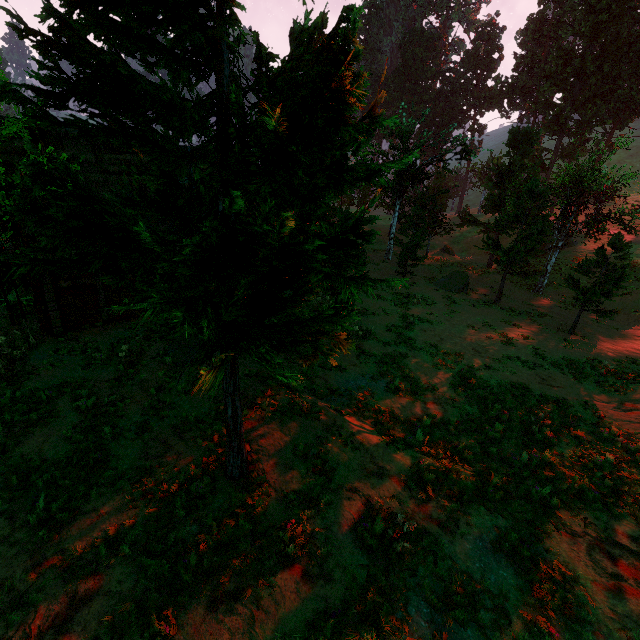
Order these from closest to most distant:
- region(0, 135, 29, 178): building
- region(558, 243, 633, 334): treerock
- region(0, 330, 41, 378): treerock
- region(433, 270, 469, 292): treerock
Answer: region(0, 330, 41, 378): treerock
region(0, 135, 29, 178): building
region(558, 243, 633, 334): treerock
region(433, 270, 469, 292): treerock

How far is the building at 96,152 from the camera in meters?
13.4

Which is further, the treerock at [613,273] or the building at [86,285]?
the treerock at [613,273]

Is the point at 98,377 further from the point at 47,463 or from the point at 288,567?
the point at 288,567

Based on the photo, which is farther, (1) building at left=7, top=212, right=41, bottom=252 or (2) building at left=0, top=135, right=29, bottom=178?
(2) building at left=0, top=135, right=29, bottom=178

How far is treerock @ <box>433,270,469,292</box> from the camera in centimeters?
2684cm

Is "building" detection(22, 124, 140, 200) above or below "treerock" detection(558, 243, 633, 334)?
above
